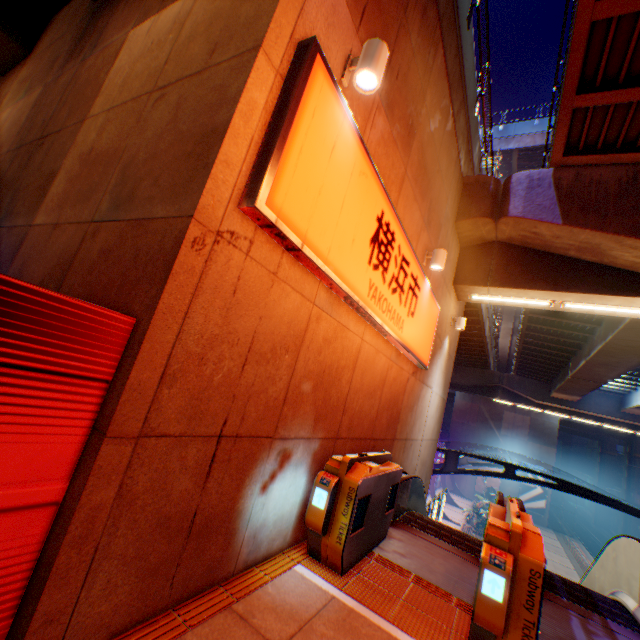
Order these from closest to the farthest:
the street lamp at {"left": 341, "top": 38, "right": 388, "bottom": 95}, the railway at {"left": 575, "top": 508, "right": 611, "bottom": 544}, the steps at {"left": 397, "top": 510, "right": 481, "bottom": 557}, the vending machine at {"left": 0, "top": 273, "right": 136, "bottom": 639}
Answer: the vending machine at {"left": 0, "top": 273, "right": 136, "bottom": 639} → the street lamp at {"left": 341, "top": 38, "right": 388, "bottom": 95} → the steps at {"left": 397, "top": 510, "right": 481, "bottom": 557} → the railway at {"left": 575, "top": 508, "right": 611, "bottom": 544}

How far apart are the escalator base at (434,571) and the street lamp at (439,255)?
5.0m

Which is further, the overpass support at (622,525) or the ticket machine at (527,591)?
the overpass support at (622,525)

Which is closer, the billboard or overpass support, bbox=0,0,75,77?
overpass support, bbox=0,0,75,77

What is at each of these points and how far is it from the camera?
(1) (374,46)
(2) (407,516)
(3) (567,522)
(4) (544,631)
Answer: (1) street lamp, 3.25m
(2) steps, 6.29m
(3) railway, 50.59m
(4) escalator base, 3.65m

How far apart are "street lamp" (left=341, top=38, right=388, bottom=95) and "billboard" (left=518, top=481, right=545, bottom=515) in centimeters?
4820cm

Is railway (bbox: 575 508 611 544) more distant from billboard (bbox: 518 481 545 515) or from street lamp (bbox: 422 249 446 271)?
street lamp (bbox: 422 249 446 271)

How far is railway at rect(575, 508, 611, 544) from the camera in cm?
4259
